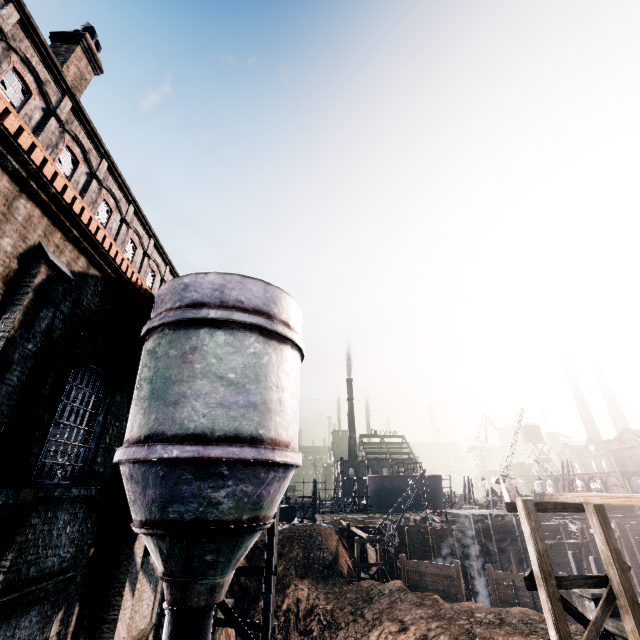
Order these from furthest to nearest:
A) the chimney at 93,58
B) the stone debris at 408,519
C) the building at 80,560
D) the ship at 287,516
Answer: the ship at 287,516, the stone debris at 408,519, the chimney at 93,58, the building at 80,560

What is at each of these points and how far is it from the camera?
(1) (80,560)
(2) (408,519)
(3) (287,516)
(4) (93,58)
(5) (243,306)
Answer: (1) building, 8.1 meters
(2) stone debris, 46.1 meters
(3) ship, 58.8 meters
(4) chimney, 16.2 meters
(5) silo, 9.1 meters

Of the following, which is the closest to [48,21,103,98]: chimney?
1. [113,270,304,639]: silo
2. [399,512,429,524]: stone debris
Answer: [113,270,304,639]: silo

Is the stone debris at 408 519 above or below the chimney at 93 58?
below

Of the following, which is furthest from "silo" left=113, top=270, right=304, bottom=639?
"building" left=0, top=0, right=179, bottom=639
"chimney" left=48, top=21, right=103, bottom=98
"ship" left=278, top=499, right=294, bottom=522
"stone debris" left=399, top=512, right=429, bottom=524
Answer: "ship" left=278, top=499, right=294, bottom=522

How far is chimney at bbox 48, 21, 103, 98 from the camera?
14.9 meters

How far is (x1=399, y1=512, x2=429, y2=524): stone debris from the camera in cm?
4294

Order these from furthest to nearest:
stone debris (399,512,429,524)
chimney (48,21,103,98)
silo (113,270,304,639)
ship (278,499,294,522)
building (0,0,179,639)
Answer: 1. ship (278,499,294,522)
2. stone debris (399,512,429,524)
3. chimney (48,21,103,98)
4. silo (113,270,304,639)
5. building (0,0,179,639)
